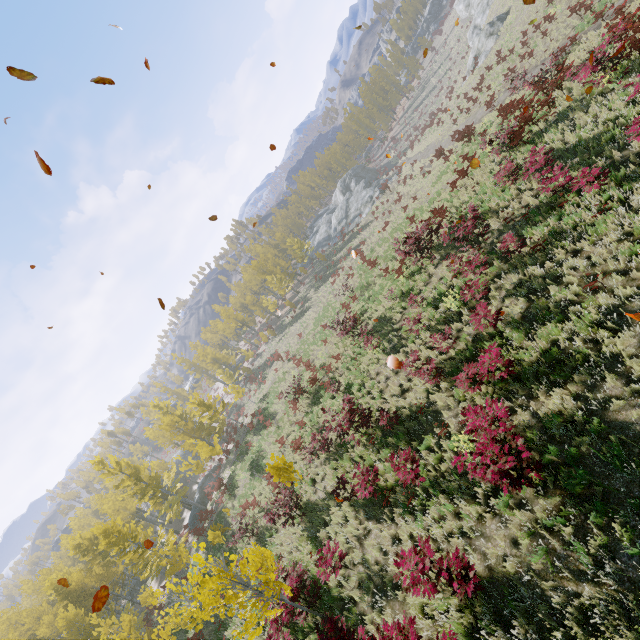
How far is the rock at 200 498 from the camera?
37.4m

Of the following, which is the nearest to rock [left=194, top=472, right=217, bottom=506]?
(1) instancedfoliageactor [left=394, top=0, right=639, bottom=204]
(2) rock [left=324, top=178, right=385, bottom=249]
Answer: → (1) instancedfoliageactor [left=394, top=0, right=639, bottom=204]

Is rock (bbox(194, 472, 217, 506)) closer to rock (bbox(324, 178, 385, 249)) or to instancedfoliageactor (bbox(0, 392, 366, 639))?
instancedfoliageactor (bbox(0, 392, 366, 639))

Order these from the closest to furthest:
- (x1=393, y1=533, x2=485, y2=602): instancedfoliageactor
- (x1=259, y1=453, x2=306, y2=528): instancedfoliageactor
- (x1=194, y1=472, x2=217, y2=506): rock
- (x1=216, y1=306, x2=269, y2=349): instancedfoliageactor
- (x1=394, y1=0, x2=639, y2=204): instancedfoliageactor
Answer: (x1=393, y1=533, x2=485, y2=602): instancedfoliageactor
(x1=394, y1=0, x2=639, y2=204): instancedfoliageactor
(x1=259, y1=453, x2=306, y2=528): instancedfoliageactor
(x1=194, y1=472, x2=217, y2=506): rock
(x1=216, y1=306, x2=269, y2=349): instancedfoliageactor

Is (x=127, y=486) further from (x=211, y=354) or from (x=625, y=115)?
(x=625, y=115)

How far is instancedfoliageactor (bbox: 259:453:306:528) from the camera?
12.7m

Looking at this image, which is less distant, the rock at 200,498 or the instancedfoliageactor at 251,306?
the rock at 200,498
